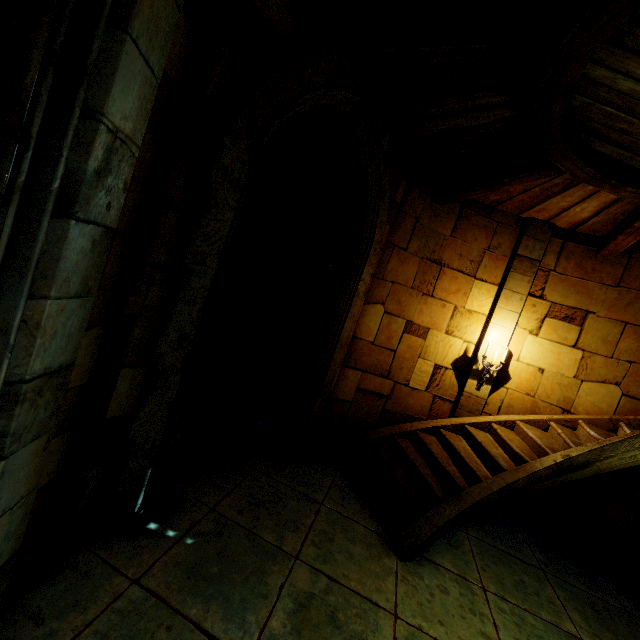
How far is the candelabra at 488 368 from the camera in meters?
6.3

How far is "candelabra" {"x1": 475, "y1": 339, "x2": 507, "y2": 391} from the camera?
6.3m

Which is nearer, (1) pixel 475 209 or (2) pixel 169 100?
(2) pixel 169 100
